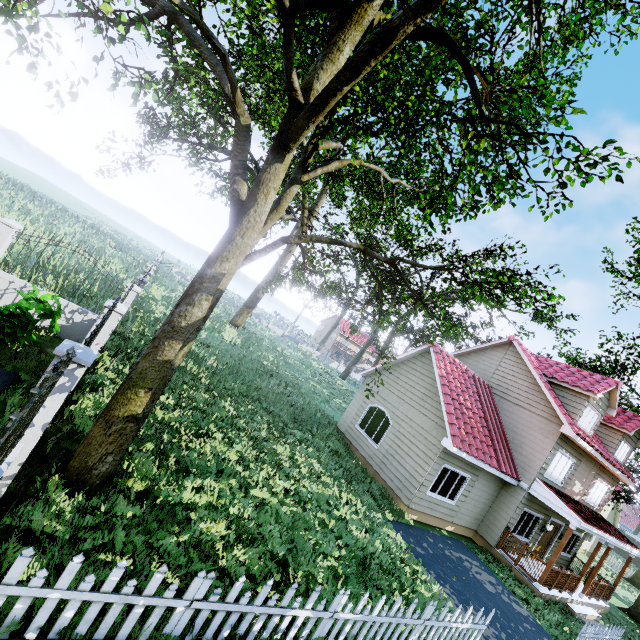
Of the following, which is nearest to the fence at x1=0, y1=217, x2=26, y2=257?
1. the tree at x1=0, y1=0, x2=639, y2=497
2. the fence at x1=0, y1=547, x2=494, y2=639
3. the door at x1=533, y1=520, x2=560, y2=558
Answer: the tree at x1=0, y1=0, x2=639, y2=497

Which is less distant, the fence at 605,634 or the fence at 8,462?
the fence at 8,462

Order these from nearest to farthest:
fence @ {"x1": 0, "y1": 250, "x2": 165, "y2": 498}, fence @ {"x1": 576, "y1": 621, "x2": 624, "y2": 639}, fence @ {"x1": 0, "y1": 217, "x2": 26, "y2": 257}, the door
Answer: fence @ {"x1": 0, "y1": 250, "x2": 165, "y2": 498}, fence @ {"x1": 0, "y1": 217, "x2": 26, "y2": 257}, fence @ {"x1": 576, "y1": 621, "x2": 624, "y2": 639}, the door

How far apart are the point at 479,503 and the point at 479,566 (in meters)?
2.73

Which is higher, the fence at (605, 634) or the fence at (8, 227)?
the fence at (8, 227)

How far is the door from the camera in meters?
15.5

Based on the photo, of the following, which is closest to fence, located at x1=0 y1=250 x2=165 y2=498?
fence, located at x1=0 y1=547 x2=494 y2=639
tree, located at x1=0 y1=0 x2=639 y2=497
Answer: tree, located at x1=0 y1=0 x2=639 y2=497
